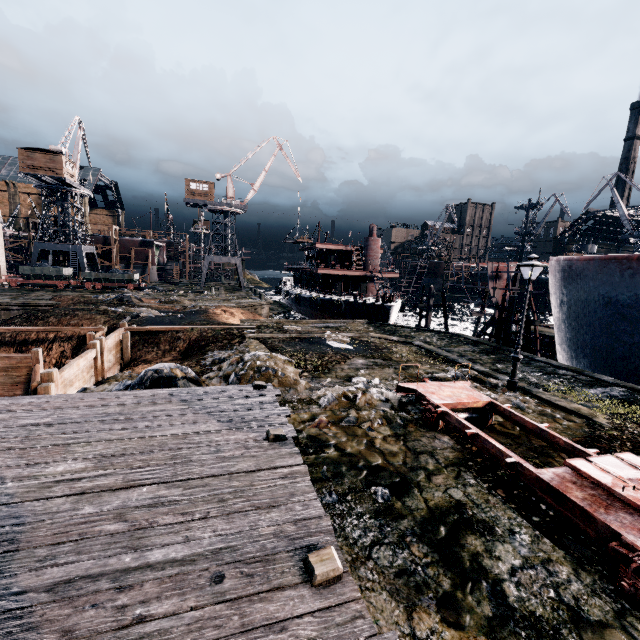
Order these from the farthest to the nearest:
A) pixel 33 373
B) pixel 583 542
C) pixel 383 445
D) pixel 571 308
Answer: pixel 571 308
pixel 33 373
pixel 383 445
pixel 583 542

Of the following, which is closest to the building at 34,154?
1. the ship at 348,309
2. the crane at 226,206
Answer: the crane at 226,206

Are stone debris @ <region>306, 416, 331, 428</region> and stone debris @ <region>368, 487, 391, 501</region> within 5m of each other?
yes

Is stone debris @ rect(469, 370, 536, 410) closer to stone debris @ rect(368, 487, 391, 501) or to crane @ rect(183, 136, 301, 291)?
stone debris @ rect(368, 487, 391, 501)

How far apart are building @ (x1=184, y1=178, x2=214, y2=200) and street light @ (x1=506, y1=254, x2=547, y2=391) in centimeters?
4934cm

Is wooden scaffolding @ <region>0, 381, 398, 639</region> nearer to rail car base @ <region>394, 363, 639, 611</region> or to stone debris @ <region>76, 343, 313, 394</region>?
stone debris @ <region>76, 343, 313, 394</region>

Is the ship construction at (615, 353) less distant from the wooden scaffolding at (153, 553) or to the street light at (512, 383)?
the street light at (512, 383)

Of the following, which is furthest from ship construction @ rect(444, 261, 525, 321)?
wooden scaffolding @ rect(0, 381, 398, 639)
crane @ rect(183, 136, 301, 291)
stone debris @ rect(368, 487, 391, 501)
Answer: crane @ rect(183, 136, 301, 291)
